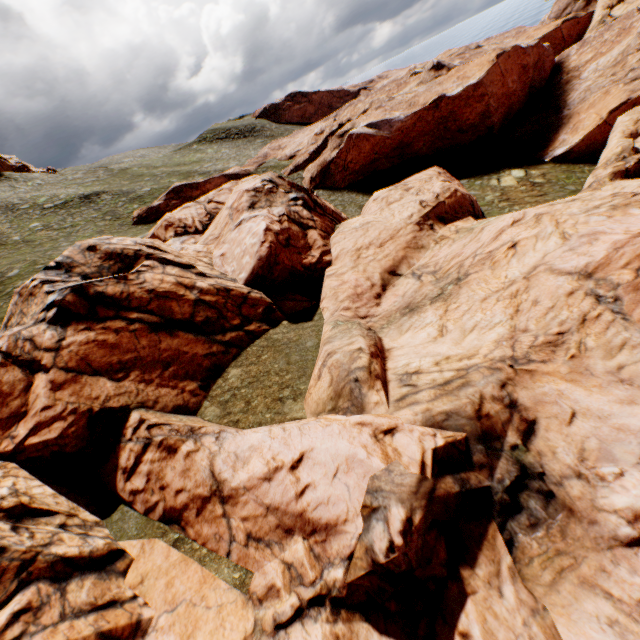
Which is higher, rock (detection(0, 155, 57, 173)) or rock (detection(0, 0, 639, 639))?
rock (detection(0, 155, 57, 173))

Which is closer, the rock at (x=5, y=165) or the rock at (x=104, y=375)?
the rock at (x=104, y=375)

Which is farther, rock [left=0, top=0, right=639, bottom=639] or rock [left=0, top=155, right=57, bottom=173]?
rock [left=0, top=155, right=57, bottom=173]

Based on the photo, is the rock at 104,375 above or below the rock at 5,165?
below

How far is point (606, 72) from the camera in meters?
38.8
